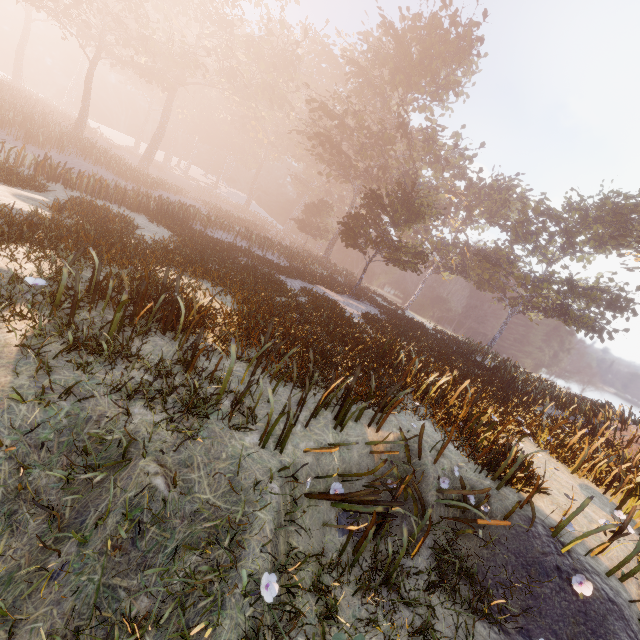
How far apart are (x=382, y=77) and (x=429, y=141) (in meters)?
9.23

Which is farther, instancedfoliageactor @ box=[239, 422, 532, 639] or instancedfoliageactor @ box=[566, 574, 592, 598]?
instancedfoliageactor @ box=[566, 574, 592, 598]

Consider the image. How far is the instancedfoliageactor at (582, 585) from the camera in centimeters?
484cm

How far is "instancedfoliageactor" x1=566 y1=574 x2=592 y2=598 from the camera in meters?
4.8 m

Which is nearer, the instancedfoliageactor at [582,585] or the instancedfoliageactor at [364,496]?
the instancedfoliageactor at [364,496]
